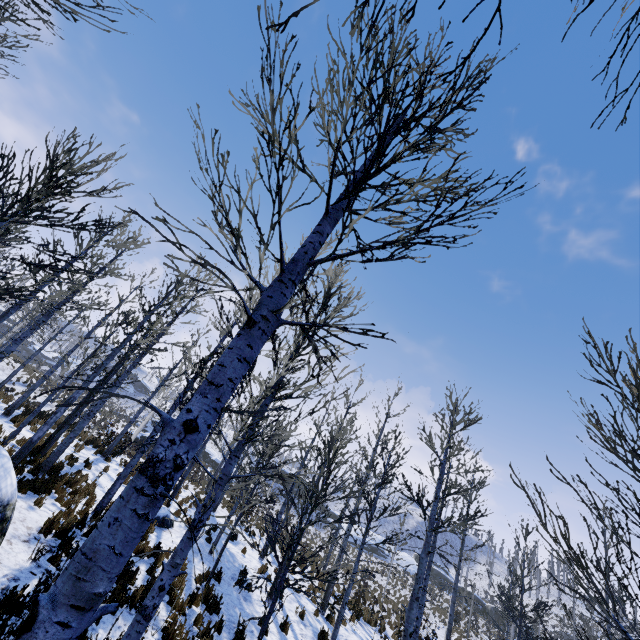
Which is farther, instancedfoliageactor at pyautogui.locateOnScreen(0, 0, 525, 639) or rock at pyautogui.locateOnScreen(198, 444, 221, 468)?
rock at pyautogui.locateOnScreen(198, 444, 221, 468)

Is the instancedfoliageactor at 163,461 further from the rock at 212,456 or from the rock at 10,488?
the rock at 212,456

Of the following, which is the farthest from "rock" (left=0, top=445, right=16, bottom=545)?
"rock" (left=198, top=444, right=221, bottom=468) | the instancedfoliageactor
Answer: "rock" (left=198, top=444, right=221, bottom=468)

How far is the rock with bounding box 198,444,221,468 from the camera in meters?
47.0 m

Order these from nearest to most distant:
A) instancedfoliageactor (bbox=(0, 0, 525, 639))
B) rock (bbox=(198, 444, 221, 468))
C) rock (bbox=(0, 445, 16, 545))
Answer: instancedfoliageactor (bbox=(0, 0, 525, 639)) < rock (bbox=(0, 445, 16, 545)) < rock (bbox=(198, 444, 221, 468))

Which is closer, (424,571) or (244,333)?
(244,333)
